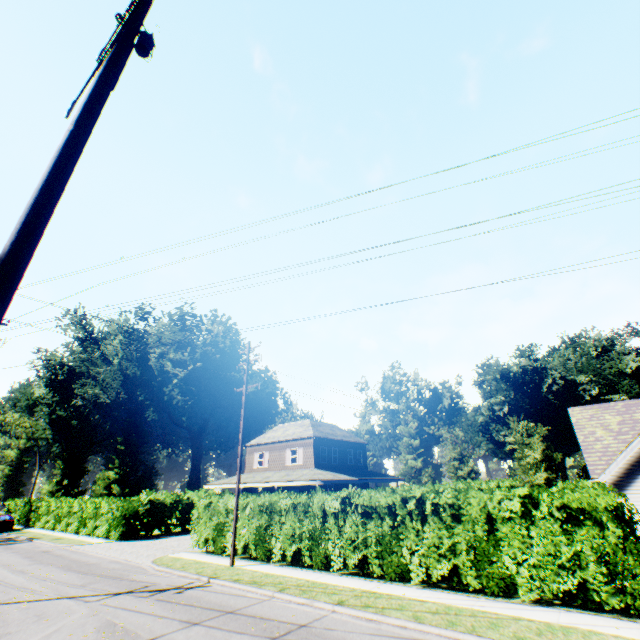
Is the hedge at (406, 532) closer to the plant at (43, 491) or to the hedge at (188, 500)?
the hedge at (188, 500)

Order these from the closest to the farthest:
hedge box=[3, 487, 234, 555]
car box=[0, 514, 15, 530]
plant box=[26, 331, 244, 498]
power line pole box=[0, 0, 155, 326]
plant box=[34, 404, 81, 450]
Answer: power line pole box=[0, 0, 155, 326] < hedge box=[3, 487, 234, 555] < car box=[0, 514, 15, 530] < plant box=[26, 331, 244, 498] < plant box=[34, 404, 81, 450]

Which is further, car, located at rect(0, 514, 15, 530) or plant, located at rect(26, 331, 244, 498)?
plant, located at rect(26, 331, 244, 498)

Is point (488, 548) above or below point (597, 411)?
below

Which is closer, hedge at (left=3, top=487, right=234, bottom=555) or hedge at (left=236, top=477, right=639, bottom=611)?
hedge at (left=236, top=477, right=639, bottom=611)

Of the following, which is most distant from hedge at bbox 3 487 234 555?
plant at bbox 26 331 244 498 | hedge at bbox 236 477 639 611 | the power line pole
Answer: the power line pole

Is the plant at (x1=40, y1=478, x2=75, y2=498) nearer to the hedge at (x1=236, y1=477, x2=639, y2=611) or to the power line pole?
the hedge at (x1=236, y1=477, x2=639, y2=611)

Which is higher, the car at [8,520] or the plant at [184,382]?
the plant at [184,382]
